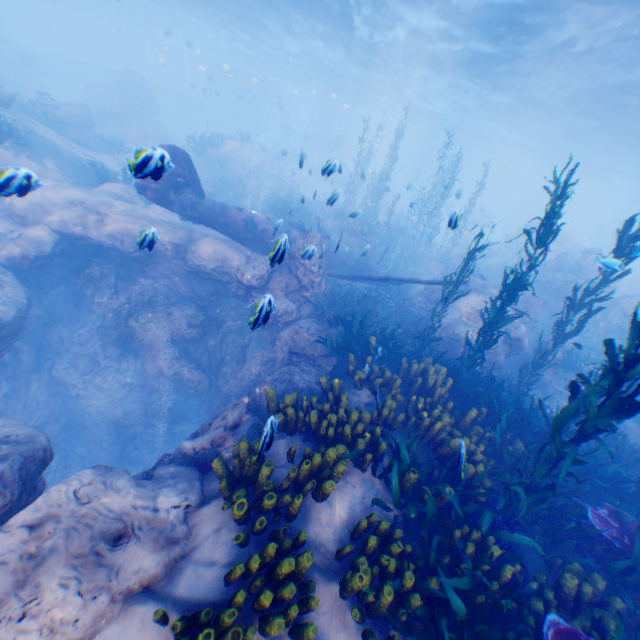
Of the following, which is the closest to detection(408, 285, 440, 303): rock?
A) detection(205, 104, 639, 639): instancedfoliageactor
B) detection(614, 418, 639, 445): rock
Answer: detection(205, 104, 639, 639): instancedfoliageactor

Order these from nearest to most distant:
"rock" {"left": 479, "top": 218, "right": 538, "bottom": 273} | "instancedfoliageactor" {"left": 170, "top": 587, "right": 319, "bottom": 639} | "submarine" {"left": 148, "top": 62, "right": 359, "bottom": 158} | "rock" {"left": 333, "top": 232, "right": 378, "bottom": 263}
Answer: "instancedfoliageactor" {"left": 170, "top": 587, "right": 319, "bottom": 639} → "rock" {"left": 333, "top": 232, "right": 378, "bottom": 263} → "rock" {"left": 479, "top": 218, "right": 538, "bottom": 273} → "submarine" {"left": 148, "top": 62, "right": 359, "bottom": 158}

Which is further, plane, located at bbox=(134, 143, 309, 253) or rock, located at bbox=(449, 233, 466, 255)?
rock, located at bbox=(449, 233, 466, 255)

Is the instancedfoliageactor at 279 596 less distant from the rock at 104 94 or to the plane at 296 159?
the rock at 104 94

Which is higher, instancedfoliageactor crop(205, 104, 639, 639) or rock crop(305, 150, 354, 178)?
rock crop(305, 150, 354, 178)

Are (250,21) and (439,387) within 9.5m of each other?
no

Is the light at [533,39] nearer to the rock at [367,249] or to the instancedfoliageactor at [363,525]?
the rock at [367,249]
